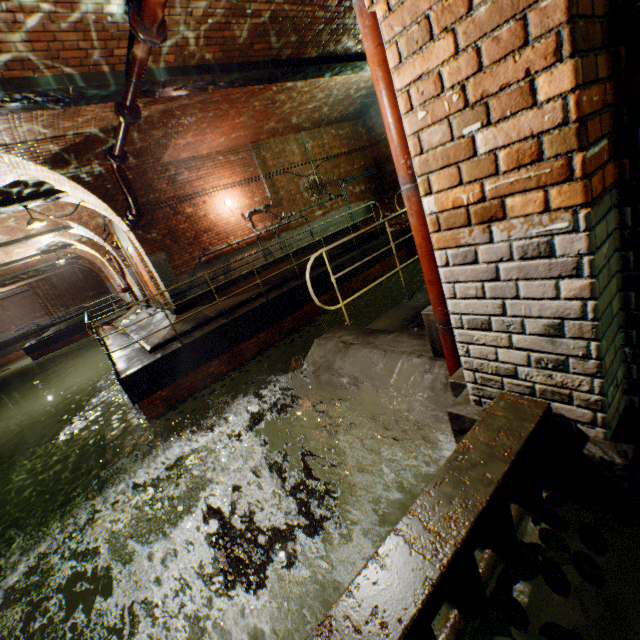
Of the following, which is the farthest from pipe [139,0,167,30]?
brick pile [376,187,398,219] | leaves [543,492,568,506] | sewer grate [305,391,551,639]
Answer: brick pile [376,187,398,219]

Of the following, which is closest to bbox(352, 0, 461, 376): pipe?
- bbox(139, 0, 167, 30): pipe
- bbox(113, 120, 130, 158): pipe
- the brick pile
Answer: bbox(139, 0, 167, 30): pipe

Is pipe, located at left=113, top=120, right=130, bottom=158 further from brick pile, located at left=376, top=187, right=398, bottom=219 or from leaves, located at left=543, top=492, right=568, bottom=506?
brick pile, located at left=376, top=187, right=398, bottom=219

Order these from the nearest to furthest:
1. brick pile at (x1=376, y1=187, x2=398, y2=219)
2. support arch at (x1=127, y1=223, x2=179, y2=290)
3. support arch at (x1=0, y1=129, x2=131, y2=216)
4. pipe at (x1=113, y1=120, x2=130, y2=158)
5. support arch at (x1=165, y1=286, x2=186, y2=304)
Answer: pipe at (x1=113, y1=120, x2=130, y2=158)
support arch at (x1=0, y1=129, x2=131, y2=216)
support arch at (x1=127, y1=223, x2=179, y2=290)
support arch at (x1=165, y1=286, x2=186, y2=304)
brick pile at (x1=376, y1=187, x2=398, y2=219)

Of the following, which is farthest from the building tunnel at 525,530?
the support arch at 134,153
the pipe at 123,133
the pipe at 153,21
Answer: the support arch at 134,153

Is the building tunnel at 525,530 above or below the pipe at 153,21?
below

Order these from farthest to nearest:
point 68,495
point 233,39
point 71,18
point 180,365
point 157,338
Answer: point 68,495 < point 157,338 < point 180,365 < point 233,39 < point 71,18

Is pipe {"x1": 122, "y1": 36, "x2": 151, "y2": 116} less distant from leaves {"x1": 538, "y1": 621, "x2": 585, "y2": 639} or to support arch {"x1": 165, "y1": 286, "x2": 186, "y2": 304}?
support arch {"x1": 165, "y1": 286, "x2": 186, "y2": 304}
